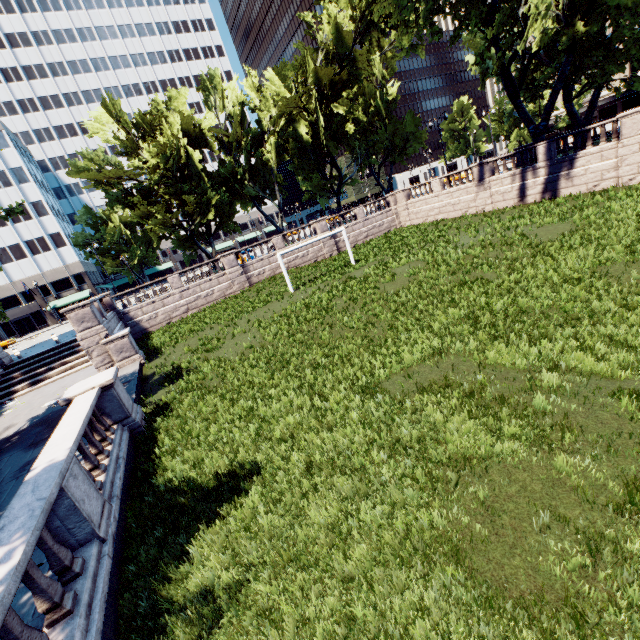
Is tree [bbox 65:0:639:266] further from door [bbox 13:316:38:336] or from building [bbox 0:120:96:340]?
door [bbox 13:316:38:336]

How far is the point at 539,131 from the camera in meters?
24.2 m

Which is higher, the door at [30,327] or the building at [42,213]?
the building at [42,213]

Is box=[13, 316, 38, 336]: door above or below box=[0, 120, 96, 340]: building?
below

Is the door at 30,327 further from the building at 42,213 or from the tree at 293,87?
the tree at 293,87

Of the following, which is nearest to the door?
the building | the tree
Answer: the building

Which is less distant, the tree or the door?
the tree

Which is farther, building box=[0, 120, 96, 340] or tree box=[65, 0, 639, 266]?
building box=[0, 120, 96, 340]
